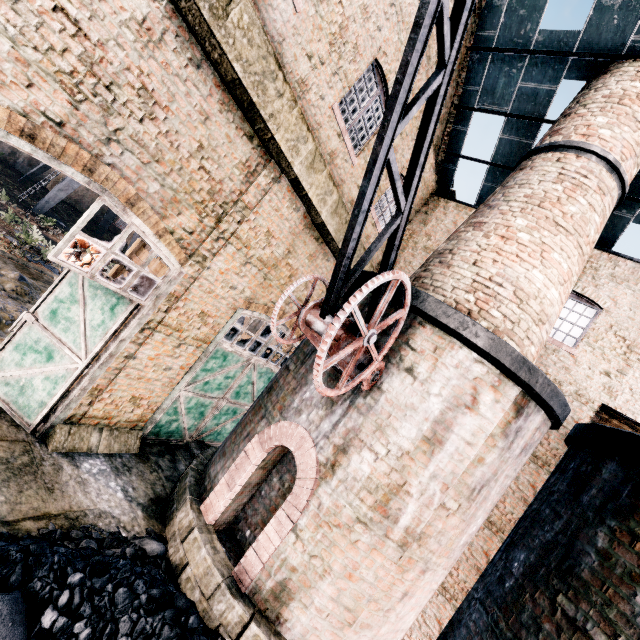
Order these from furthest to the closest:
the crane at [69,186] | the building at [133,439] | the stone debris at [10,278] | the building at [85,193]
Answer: the building at [85,193] < the crane at [69,186] < the stone debris at [10,278] < the building at [133,439]

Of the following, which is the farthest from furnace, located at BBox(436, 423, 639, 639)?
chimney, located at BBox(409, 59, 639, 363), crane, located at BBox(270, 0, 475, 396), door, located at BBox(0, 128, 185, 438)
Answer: door, located at BBox(0, 128, 185, 438)

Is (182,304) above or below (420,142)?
below

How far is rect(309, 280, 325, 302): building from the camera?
11.55m

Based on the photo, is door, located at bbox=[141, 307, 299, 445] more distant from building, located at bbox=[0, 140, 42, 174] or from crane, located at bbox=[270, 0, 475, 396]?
building, located at bbox=[0, 140, 42, 174]

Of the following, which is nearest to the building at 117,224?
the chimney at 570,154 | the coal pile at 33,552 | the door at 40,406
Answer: the door at 40,406

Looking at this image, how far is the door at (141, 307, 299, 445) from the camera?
9.2m
